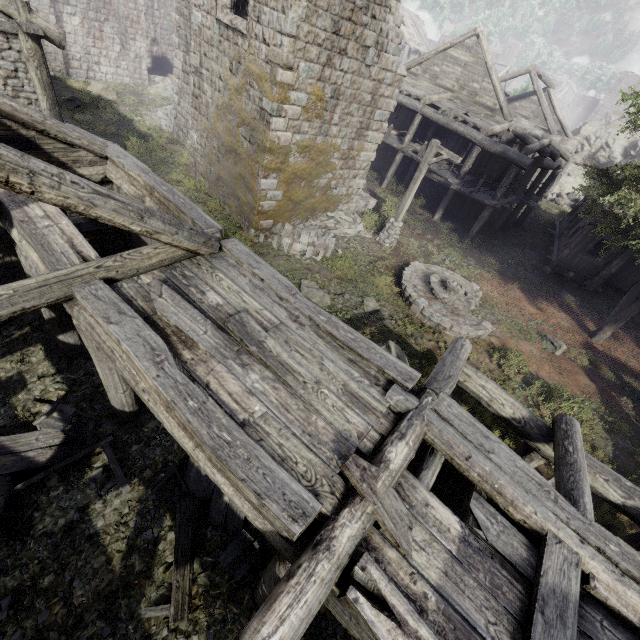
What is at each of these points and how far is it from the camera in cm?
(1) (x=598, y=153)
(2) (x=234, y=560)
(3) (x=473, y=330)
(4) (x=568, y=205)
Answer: (1) rock, 3206
(2) broken furniture, 598
(3) fountain, 1167
(4) rubble, 2927

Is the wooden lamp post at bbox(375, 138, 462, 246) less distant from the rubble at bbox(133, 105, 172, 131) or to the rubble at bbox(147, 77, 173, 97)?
the rubble at bbox(133, 105, 172, 131)

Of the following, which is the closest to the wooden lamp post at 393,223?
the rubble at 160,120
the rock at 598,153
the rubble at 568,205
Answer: the rubble at 160,120

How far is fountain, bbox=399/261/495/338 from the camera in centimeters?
1173cm

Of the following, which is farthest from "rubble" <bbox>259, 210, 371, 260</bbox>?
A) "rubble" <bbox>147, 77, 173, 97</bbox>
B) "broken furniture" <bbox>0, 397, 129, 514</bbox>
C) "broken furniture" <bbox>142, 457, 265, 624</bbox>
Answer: "rubble" <bbox>147, 77, 173, 97</bbox>

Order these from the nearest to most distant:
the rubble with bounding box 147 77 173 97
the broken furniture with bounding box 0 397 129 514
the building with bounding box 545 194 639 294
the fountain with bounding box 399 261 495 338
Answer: the broken furniture with bounding box 0 397 129 514, the fountain with bounding box 399 261 495 338, the building with bounding box 545 194 639 294, the rubble with bounding box 147 77 173 97

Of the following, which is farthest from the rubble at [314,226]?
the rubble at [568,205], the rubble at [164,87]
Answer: the rubble at [568,205]

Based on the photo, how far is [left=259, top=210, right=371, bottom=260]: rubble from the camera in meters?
13.4 m
